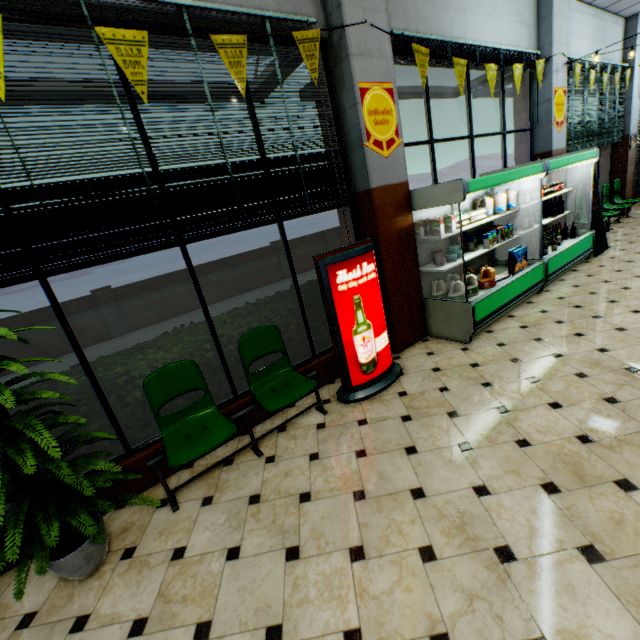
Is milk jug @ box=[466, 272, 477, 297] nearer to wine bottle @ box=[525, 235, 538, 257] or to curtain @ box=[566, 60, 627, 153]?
wine bottle @ box=[525, 235, 538, 257]

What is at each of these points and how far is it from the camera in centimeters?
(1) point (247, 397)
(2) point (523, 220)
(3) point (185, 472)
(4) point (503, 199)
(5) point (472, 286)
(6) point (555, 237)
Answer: (1) building, 360cm
(2) wine bottle, 556cm
(3) building, 318cm
(4) milk jug, 488cm
(5) milk jug, 459cm
(6) wine bottle, 647cm

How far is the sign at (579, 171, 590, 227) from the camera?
6.3m

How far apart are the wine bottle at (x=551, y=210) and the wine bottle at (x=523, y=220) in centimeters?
87cm

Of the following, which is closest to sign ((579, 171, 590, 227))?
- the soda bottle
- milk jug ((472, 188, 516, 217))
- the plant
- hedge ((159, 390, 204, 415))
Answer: the soda bottle

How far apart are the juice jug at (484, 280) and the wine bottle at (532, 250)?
1.2m

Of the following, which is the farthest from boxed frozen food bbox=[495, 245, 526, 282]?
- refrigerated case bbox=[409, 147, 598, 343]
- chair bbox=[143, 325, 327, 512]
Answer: chair bbox=[143, 325, 327, 512]

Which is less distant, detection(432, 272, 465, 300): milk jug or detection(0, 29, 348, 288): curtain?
detection(0, 29, 348, 288): curtain
